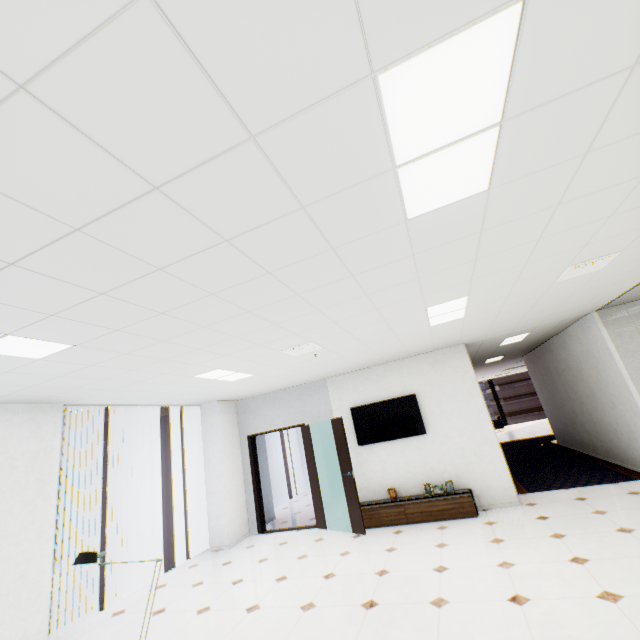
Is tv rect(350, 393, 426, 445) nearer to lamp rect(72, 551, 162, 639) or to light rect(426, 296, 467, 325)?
light rect(426, 296, 467, 325)

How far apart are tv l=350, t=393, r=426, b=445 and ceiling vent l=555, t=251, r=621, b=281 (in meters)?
3.53

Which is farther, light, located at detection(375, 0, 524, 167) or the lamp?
the lamp

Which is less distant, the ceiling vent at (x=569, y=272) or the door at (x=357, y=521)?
the ceiling vent at (x=569, y=272)

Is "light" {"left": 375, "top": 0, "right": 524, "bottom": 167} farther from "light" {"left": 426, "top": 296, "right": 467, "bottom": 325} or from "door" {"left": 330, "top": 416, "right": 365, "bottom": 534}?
"door" {"left": 330, "top": 416, "right": 365, "bottom": 534}

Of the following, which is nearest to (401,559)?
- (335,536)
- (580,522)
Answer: (335,536)

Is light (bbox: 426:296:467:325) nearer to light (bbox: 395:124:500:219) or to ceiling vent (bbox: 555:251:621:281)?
ceiling vent (bbox: 555:251:621:281)

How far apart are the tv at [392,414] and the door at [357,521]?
0.6 meters
